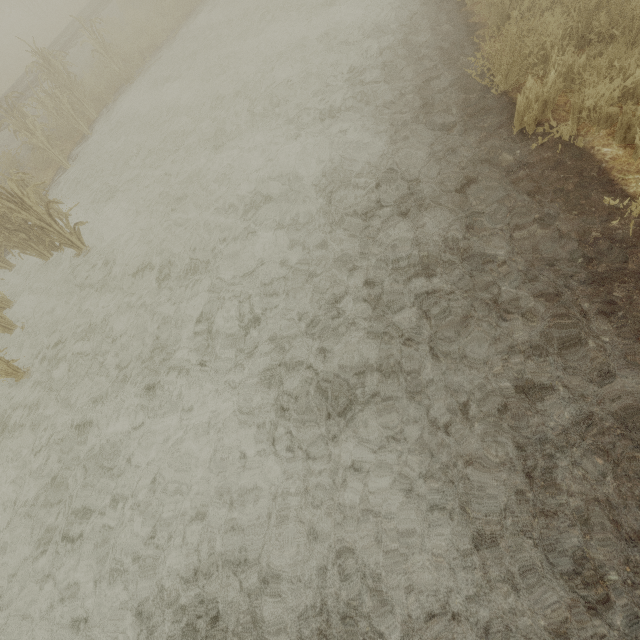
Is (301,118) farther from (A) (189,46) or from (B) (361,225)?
(A) (189,46)

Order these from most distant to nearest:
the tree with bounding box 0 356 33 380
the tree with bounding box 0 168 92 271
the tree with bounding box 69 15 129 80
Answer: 1. the tree with bounding box 69 15 129 80
2. the tree with bounding box 0 168 92 271
3. the tree with bounding box 0 356 33 380

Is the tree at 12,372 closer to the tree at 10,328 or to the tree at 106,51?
the tree at 106,51

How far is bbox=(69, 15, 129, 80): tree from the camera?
9.53m

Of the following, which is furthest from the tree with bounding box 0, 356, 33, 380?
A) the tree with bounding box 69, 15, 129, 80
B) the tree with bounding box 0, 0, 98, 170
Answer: the tree with bounding box 0, 0, 98, 170

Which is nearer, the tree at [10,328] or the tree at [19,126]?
the tree at [10,328]
